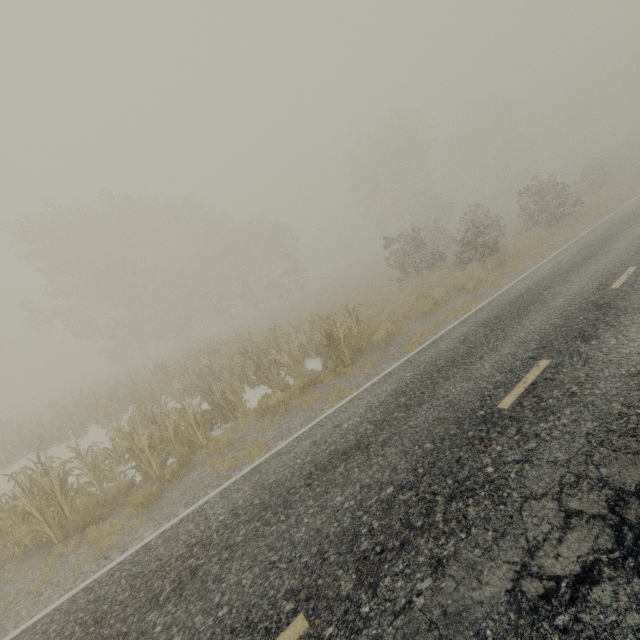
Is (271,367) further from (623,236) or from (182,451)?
(623,236)
